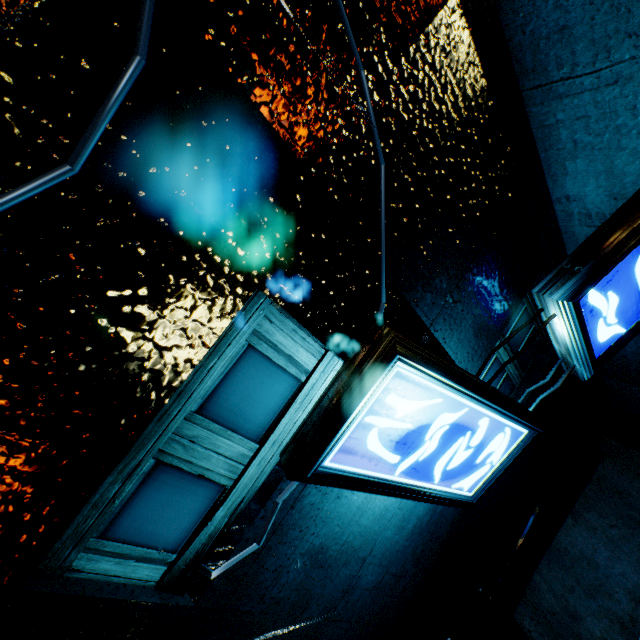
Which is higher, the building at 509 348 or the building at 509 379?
the building at 509 348

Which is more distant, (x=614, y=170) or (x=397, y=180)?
(x=614, y=170)

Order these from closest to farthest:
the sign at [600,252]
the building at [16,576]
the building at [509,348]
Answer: the building at [16,576]
the sign at [600,252]
the building at [509,348]

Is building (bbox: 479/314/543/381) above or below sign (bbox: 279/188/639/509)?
below

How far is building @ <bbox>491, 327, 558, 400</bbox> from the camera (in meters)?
4.58

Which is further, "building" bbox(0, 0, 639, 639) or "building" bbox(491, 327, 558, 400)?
"building" bbox(491, 327, 558, 400)

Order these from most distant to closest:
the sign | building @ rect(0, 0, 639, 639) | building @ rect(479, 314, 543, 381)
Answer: building @ rect(479, 314, 543, 381)
the sign
building @ rect(0, 0, 639, 639)
